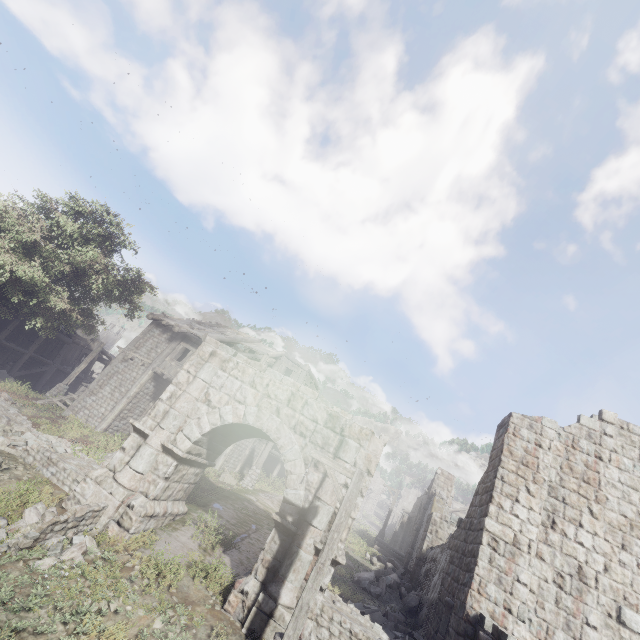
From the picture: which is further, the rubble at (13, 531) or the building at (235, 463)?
the building at (235, 463)

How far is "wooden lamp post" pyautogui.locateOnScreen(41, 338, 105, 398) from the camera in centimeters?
2138cm

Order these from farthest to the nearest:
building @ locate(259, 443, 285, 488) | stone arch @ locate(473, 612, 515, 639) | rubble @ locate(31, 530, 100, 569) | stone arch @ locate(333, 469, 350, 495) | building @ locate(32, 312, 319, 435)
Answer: building @ locate(259, 443, 285, 488) → building @ locate(32, 312, 319, 435) → stone arch @ locate(333, 469, 350, 495) → rubble @ locate(31, 530, 100, 569) → stone arch @ locate(473, 612, 515, 639)

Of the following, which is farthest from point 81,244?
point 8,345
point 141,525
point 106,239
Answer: point 141,525

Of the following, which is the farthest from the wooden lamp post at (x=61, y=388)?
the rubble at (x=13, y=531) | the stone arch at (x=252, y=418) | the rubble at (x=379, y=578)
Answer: the rubble at (x=379, y=578)

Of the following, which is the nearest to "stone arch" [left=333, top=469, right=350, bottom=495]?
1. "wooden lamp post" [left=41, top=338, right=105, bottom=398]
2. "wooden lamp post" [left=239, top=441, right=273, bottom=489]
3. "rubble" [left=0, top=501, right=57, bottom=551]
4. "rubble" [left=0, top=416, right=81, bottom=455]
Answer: "rubble" [left=0, top=501, right=57, bottom=551]

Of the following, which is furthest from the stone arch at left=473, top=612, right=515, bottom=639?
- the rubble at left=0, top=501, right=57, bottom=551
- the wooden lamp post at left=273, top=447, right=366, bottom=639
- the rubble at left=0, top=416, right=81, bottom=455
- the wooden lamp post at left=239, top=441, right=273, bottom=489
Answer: the wooden lamp post at left=239, top=441, right=273, bottom=489

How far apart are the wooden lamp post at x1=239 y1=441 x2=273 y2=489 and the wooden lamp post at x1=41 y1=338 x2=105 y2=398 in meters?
13.1
